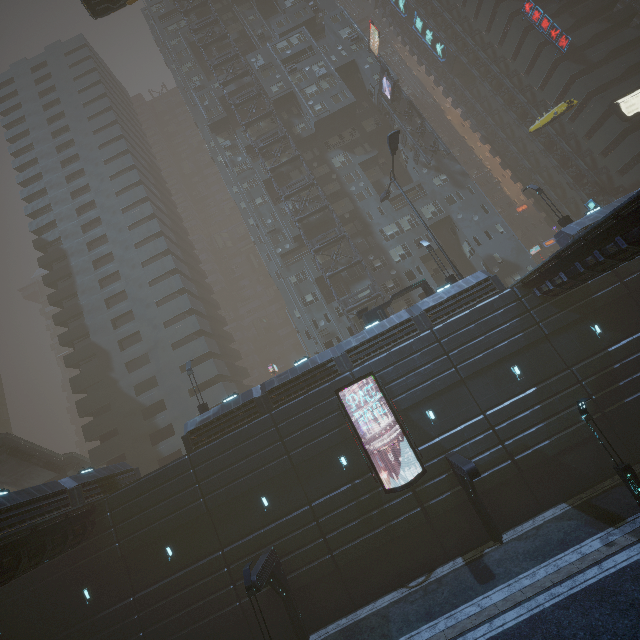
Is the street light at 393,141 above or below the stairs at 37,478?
above

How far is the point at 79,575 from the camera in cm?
1992

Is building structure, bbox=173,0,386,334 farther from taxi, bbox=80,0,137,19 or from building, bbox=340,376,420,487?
taxi, bbox=80,0,137,19

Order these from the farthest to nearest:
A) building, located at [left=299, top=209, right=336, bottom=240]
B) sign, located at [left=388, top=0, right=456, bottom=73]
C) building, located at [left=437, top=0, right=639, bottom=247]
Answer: sign, located at [left=388, top=0, right=456, bottom=73], building, located at [left=299, top=209, right=336, bottom=240], building, located at [left=437, top=0, right=639, bottom=247]

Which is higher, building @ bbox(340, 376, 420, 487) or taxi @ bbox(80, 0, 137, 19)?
taxi @ bbox(80, 0, 137, 19)

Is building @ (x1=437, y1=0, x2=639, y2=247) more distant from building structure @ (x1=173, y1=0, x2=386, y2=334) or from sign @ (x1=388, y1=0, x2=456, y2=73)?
sign @ (x1=388, y1=0, x2=456, y2=73)

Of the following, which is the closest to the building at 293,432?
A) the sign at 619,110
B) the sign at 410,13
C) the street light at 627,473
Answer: the sign at 619,110
